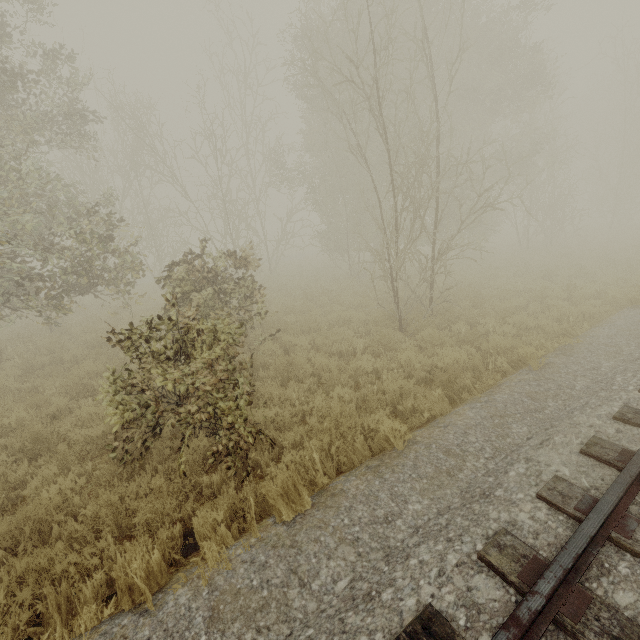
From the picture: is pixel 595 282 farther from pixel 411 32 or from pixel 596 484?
pixel 411 32
